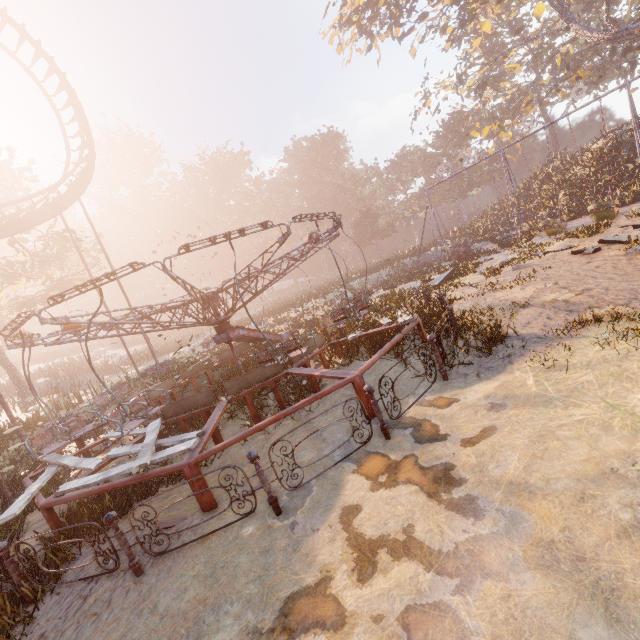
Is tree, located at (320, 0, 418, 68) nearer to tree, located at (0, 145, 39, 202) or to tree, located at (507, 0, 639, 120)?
tree, located at (507, 0, 639, 120)

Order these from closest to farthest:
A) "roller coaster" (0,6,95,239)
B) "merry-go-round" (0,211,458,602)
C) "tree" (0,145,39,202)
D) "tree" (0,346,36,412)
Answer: "merry-go-round" (0,211,458,602) → "roller coaster" (0,6,95,239) → "tree" (0,145,39,202) → "tree" (0,346,36,412)

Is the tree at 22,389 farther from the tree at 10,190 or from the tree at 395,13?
the tree at 395,13

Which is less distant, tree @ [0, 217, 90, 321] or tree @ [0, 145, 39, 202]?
tree @ [0, 217, 90, 321]

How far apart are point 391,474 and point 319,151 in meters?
64.7 m

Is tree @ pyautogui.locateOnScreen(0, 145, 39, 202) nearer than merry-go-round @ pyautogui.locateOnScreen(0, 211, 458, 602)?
No

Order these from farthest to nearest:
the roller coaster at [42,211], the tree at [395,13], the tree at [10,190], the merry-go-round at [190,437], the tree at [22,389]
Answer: the tree at [395,13], the tree at [22,389], the tree at [10,190], the roller coaster at [42,211], the merry-go-round at [190,437]

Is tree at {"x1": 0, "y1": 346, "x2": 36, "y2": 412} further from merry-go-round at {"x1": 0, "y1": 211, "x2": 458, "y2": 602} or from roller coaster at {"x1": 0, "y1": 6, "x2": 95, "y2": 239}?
merry-go-round at {"x1": 0, "y1": 211, "x2": 458, "y2": 602}
